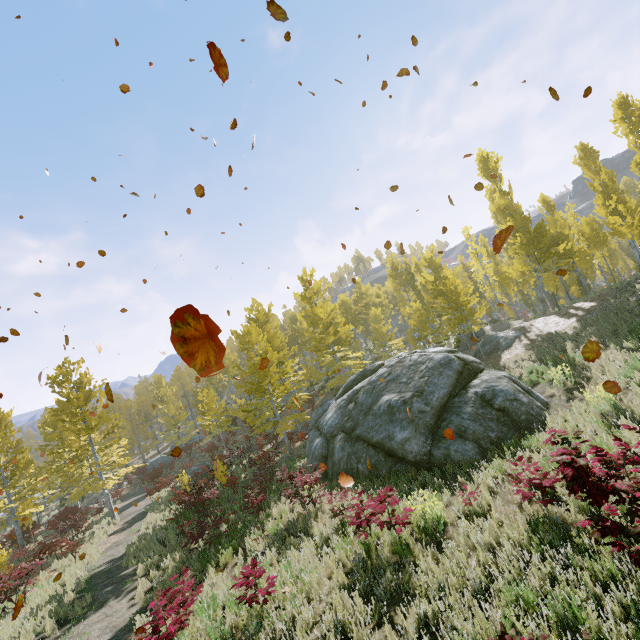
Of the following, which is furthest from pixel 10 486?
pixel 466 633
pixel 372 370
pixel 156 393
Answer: pixel 156 393

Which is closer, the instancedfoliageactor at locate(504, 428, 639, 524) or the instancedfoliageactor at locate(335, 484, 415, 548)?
the instancedfoliageactor at locate(504, 428, 639, 524)

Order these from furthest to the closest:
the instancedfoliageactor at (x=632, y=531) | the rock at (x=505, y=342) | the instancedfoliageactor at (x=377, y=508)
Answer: the rock at (x=505, y=342) < the instancedfoliageactor at (x=377, y=508) < the instancedfoliageactor at (x=632, y=531)

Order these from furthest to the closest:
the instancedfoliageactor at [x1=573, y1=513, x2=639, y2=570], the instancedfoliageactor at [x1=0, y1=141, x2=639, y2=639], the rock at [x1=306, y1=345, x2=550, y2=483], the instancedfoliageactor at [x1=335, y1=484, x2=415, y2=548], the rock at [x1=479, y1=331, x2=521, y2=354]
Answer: the rock at [x1=479, y1=331, x2=521, y2=354] < the instancedfoliageactor at [x1=0, y1=141, x2=639, y2=639] < the rock at [x1=306, y1=345, x2=550, y2=483] < the instancedfoliageactor at [x1=335, y1=484, x2=415, y2=548] < the instancedfoliageactor at [x1=573, y1=513, x2=639, y2=570]

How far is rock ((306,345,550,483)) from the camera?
9.87m

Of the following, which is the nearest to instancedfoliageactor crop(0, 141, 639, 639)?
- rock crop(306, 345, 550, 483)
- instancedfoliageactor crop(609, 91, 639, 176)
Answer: rock crop(306, 345, 550, 483)

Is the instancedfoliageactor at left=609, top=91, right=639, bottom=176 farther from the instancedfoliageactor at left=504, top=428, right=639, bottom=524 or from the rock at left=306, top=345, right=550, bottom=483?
the rock at left=306, top=345, right=550, bottom=483

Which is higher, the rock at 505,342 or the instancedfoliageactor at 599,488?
the instancedfoliageactor at 599,488
